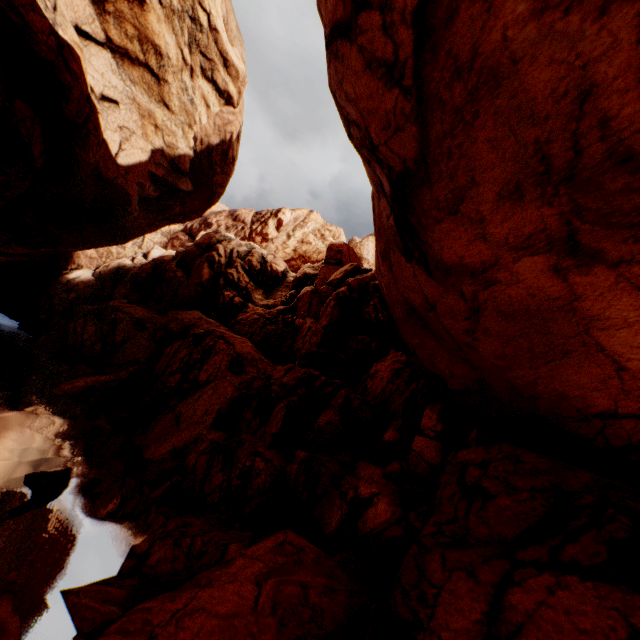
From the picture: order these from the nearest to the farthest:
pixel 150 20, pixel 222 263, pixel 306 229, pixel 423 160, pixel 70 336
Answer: pixel 423 160 → pixel 150 20 → pixel 70 336 → pixel 222 263 → pixel 306 229

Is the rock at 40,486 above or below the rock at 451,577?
below

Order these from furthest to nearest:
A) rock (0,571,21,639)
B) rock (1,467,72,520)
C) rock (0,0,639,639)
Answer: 1. rock (1,467,72,520)
2. rock (0,571,21,639)
3. rock (0,0,639,639)

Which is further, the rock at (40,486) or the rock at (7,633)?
the rock at (40,486)

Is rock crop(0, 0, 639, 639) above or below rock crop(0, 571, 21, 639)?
above

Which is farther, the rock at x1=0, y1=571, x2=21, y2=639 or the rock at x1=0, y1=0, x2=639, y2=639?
the rock at x1=0, y1=571, x2=21, y2=639
